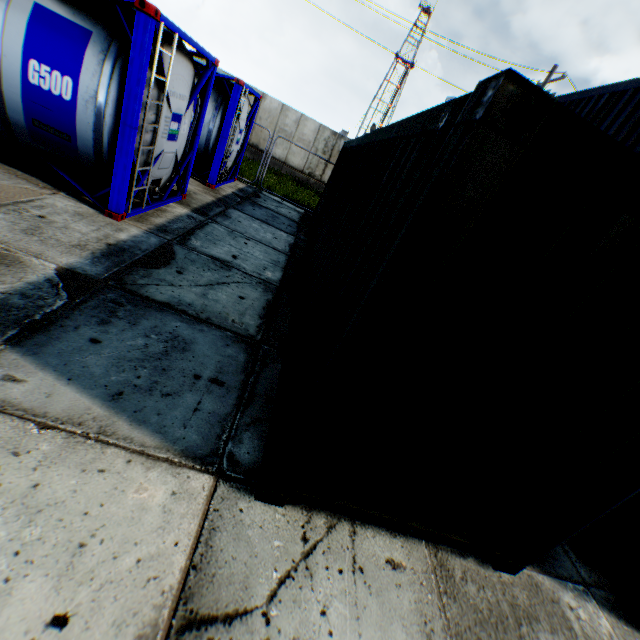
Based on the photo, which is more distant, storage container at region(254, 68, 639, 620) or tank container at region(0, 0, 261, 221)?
tank container at region(0, 0, 261, 221)

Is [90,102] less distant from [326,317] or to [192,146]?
[192,146]

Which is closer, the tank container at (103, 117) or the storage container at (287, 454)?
the storage container at (287, 454)
